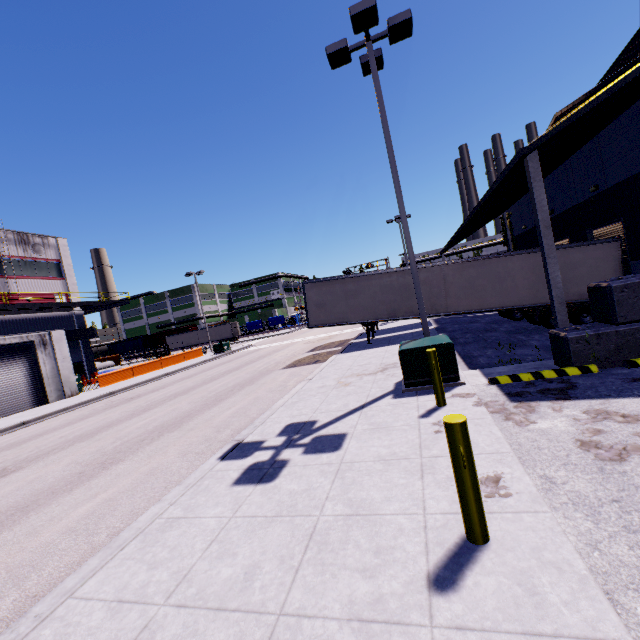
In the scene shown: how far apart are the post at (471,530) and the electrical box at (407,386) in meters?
4.7 m

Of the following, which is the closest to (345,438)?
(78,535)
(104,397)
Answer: (78,535)

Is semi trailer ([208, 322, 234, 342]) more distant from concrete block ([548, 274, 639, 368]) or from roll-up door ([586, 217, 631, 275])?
concrete block ([548, 274, 639, 368])

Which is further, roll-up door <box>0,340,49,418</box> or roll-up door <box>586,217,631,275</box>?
roll-up door <box>0,340,49,418</box>

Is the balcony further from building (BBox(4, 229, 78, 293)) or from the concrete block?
the concrete block

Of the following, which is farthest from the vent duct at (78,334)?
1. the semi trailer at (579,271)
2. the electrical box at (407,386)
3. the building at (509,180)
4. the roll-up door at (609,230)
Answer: the roll-up door at (609,230)

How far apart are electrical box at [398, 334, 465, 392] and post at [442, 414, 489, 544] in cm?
465

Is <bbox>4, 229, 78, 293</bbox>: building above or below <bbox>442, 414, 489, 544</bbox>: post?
above
